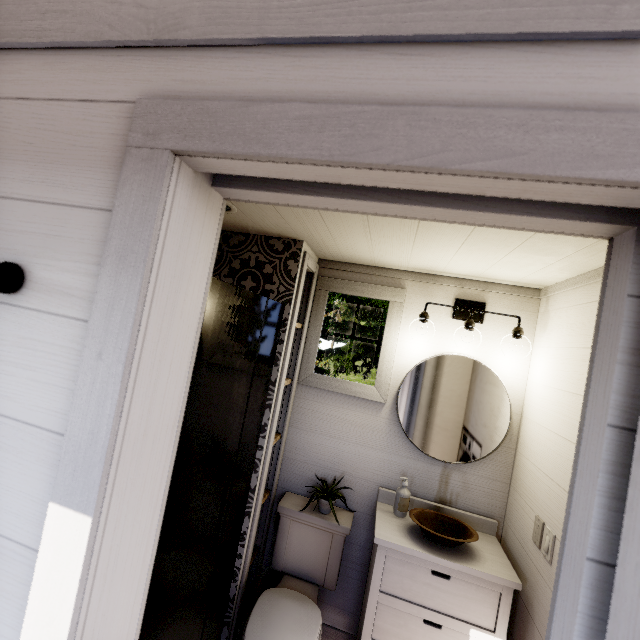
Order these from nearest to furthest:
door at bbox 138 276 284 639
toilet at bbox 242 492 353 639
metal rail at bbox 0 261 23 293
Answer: metal rail at bbox 0 261 23 293 < door at bbox 138 276 284 639 < toilet at bbox 242 492 353 639

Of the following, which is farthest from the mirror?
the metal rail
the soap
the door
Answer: the metal rail

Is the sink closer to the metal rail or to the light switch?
the light switch

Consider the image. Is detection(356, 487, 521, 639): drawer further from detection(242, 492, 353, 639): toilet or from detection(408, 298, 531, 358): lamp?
detection(408, 298, 531, 358): lamp

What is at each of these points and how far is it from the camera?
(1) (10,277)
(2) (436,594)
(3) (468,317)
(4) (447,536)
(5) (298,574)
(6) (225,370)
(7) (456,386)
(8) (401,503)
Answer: (1) metal rail, 0.6 meters
(2) drawer, 1.7 meters
(3) lamp, 2.1 meters
(4) sink, 1.9 meters
(5) toilet, 2.1 meters
(6) door, 1.4 meters
(7) mirror, 2.1 meters
(8) soap, 2.0 meters

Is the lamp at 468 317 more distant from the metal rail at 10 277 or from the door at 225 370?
the metal rail at 10 277

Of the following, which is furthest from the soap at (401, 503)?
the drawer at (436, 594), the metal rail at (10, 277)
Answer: the metal rail at (10, 277)

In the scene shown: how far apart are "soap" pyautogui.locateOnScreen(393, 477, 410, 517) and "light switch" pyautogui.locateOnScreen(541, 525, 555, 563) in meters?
0.7 m
